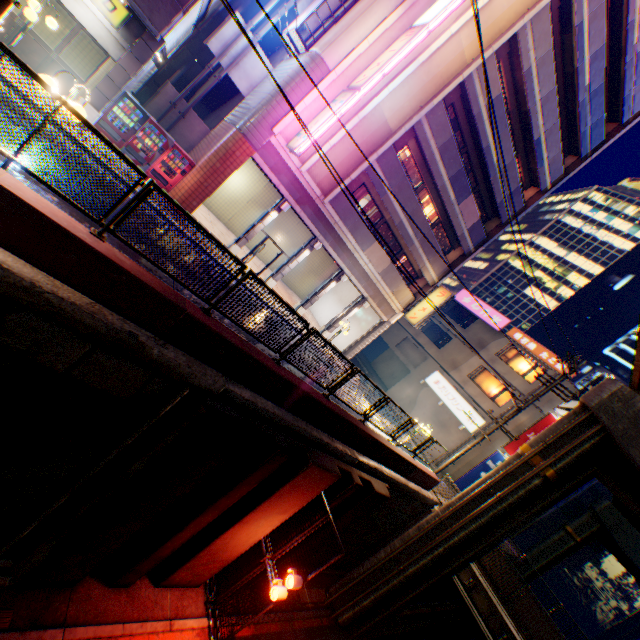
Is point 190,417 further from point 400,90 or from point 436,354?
point 436,354

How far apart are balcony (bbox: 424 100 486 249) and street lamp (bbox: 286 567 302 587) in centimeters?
1931cm

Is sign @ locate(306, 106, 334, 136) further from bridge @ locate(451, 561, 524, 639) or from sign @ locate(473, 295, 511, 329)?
sign @ locate(473, 295, 511, 329)

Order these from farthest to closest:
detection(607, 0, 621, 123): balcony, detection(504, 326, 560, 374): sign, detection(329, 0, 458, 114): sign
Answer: detection(504, 326, 560, 374): sign
detection(607, 0, 621, 123): balcony
detection(329, 0, 458, 114): sign

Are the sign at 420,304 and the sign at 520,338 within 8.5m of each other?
no

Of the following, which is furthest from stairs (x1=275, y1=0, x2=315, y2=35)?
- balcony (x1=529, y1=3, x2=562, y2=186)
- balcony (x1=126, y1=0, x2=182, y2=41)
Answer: balcony (x1=529, y1=3, x2=562, y2=186)

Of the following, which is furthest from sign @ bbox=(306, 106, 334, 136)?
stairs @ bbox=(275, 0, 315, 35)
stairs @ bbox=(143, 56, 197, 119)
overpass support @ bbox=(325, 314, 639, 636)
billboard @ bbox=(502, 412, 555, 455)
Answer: billboard @ bbox=(502, 412, 555, 455)

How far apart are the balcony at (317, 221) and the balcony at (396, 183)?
3.55m
